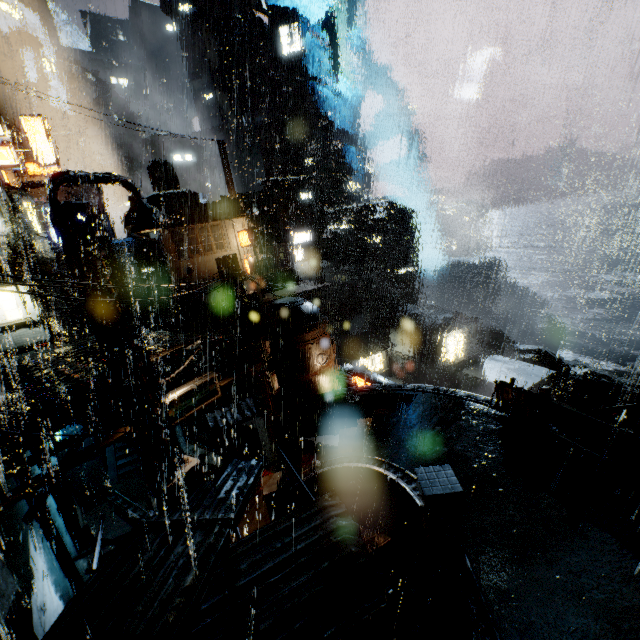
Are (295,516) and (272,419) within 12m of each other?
no

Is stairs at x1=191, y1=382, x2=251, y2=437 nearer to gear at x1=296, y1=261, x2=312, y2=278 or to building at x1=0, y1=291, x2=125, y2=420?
building at x1=0, y1=291, x2=125, y2=420

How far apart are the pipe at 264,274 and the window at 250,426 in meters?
17.8 m

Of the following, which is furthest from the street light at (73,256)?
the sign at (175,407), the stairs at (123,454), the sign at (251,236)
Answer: the sign at (251,236)

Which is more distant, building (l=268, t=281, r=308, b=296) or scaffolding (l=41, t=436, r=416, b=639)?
building (l=268, t=281, r=308, b=296)

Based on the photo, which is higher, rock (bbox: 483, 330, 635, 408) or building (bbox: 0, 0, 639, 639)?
building (bbox: 0, 0, 639, 639)

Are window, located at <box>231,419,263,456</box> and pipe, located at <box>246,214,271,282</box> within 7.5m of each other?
no
